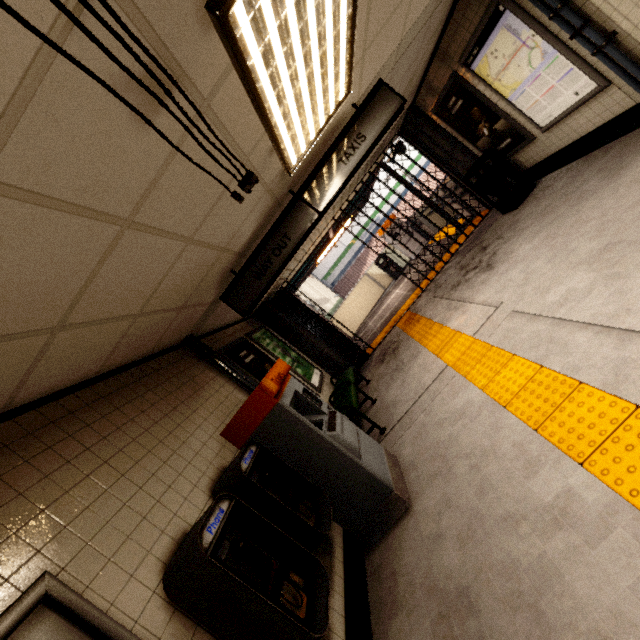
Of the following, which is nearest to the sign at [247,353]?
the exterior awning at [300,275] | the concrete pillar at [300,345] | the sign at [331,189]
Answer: the sign at [331,189]

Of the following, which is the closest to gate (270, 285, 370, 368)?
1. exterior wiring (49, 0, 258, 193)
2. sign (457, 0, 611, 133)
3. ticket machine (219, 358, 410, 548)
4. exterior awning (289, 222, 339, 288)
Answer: exterior awning (289, 222, 339, 288)

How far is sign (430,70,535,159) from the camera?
5.4 meters

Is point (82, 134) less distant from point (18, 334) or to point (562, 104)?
point (18, 334)

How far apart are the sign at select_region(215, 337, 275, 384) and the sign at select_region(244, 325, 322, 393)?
0.2m

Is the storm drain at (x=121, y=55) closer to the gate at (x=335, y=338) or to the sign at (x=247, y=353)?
the sign at (x=247, y=353)

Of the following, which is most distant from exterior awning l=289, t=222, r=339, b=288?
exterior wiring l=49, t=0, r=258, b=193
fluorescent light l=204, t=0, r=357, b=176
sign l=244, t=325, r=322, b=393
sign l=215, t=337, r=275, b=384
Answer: exterior wiring l=49, t=0, r=258, b=193

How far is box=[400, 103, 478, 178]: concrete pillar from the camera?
6.9 meters
